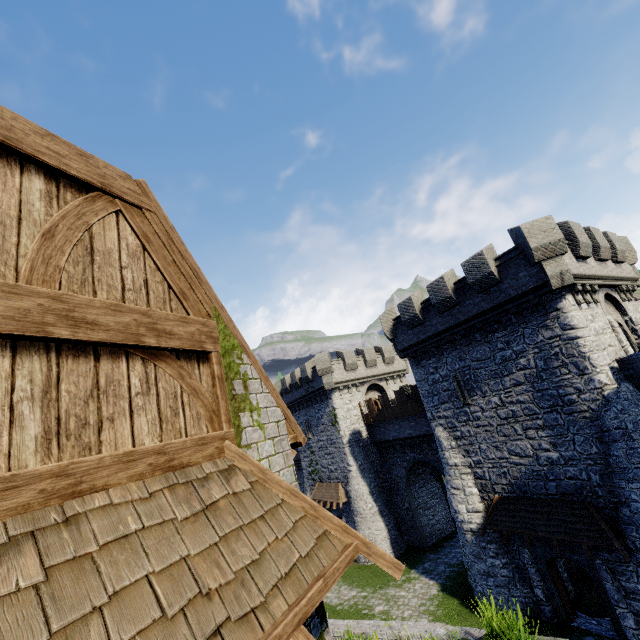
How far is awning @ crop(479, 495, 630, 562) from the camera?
12.64m

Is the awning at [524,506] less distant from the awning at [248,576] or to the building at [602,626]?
the building at [602,626]

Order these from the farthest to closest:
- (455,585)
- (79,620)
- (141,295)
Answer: (455,585), (141,295), (79,620)

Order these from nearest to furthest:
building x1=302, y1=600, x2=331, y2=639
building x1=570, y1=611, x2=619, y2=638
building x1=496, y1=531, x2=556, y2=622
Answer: building x1=302, y1=600, x2=331, y2=639 < building x1=570, y1=611, x2=619, y2=638 < building x1=496, y1=531, x2=556, y2=622

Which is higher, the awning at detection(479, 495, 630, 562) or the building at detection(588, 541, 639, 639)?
the awning at detection(479, 495, 630, 562)

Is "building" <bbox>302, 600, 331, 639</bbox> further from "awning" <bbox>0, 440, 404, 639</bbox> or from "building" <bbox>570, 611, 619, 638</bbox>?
"building" <bbox>570, 611, 619, 638</bbox>

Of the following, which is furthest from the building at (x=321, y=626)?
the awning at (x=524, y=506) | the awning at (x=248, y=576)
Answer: the awning at (x=524, y=506)
